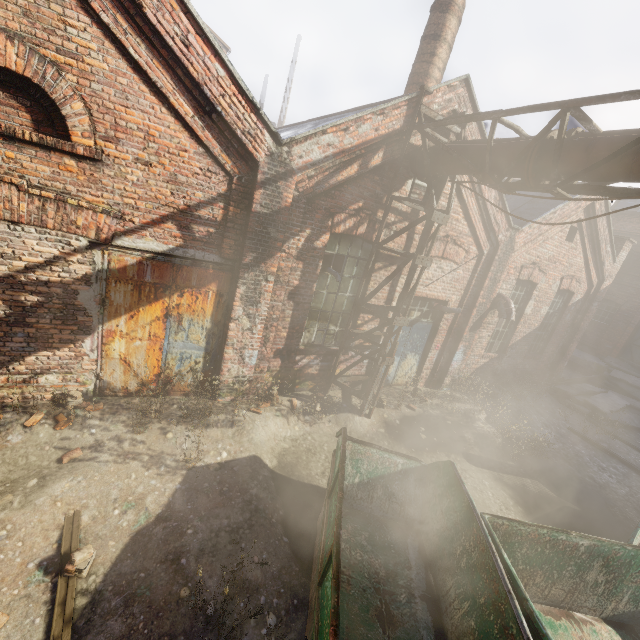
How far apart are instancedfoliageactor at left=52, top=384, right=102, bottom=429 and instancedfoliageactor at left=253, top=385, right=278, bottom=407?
2.5m

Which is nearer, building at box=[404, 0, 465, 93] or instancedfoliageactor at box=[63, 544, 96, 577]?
instancedfoliageactor at box=[63, 544, 96, 577]

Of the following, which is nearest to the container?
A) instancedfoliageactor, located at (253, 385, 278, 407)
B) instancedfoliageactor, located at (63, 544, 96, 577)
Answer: instancedfoliageactor, located at (253, 385, 278, 407)

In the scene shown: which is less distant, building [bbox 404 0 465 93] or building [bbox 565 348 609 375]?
building [bbox 404 0 465 93]

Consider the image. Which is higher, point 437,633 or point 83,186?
point 83,186

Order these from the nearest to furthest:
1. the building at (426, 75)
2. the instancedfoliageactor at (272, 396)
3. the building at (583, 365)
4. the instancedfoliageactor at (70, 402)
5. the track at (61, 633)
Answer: the track at (61, 633) → the instancedfoliageactor at (70, 402) → the instancedfoliageactor at (272, 396) → the building at (426, 75) → the building at (583, 365)

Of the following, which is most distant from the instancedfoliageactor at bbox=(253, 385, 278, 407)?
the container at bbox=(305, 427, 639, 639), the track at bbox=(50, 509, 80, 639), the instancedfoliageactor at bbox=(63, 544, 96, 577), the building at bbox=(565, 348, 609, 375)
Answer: the building at bbox=(565, 348, 609, 375)

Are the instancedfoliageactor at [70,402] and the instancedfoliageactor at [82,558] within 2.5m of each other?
yes
